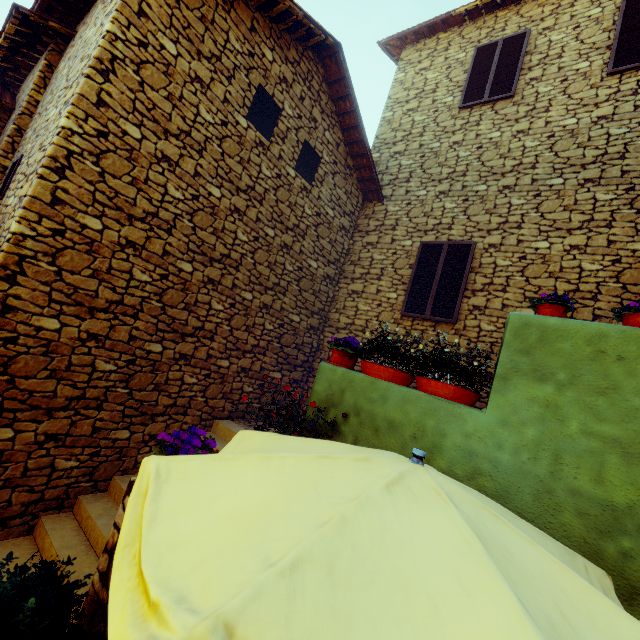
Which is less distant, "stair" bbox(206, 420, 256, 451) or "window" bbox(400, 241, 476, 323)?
"stair" bbox(206, 420, 256, 451)

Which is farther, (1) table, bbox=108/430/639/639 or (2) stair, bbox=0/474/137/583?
(2) stair, bbox=0/474/137/583

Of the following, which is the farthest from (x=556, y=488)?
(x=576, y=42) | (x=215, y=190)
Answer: (x=576, y=42)

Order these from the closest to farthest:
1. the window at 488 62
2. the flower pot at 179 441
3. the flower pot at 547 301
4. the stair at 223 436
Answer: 1. the flower pot at 179 441
2. the flower pot at 547 301
3. the stair at 223 436
4. the window at 488 62

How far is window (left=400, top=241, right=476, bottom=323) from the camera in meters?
6.1

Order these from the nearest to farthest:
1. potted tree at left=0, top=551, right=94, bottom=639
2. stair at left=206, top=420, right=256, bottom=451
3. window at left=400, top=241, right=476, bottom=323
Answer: potted tree at left=0, top=551, right=94, bottom=639 < stair at left=206, top=420, right=256, bottom=451 < window at left=400, top=241, right=476, bottom=323

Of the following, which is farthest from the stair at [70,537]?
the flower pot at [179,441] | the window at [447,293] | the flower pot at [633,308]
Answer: the flower pot at [633,308]

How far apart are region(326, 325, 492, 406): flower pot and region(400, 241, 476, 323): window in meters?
2.8 m
